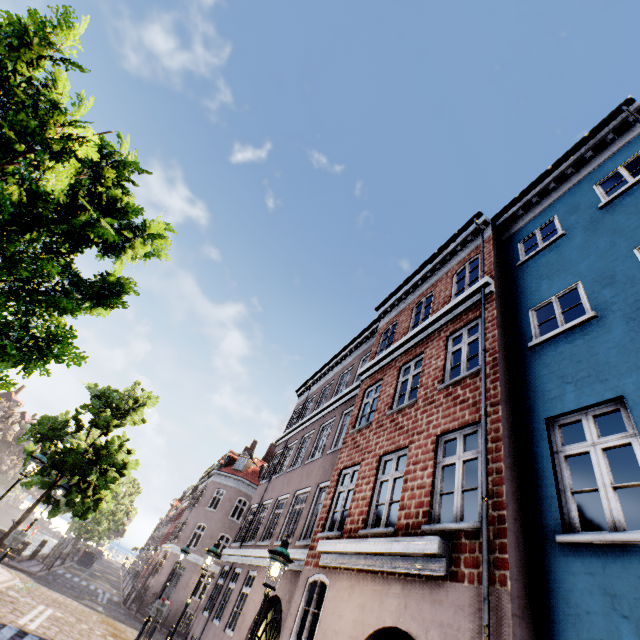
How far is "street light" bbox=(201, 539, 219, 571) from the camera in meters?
10.0 m

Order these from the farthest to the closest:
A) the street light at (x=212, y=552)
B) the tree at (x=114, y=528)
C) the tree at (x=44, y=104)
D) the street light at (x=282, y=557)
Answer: the tree at (x=114, y=528)
the street light at (x=212, y=552)
the street light at (x=282, y=557)
the tree at (x=44, y=104)

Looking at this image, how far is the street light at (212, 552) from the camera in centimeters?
998cm

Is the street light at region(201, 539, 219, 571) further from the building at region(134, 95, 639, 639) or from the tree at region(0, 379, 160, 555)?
the building at region(134, 95, 639, 639)

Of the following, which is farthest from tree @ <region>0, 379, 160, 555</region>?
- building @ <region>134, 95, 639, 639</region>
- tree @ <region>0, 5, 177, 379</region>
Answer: building @ <region>134, 95, 639, 639</region>

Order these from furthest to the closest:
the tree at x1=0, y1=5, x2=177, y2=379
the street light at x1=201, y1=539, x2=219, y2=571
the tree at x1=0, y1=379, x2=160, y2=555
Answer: the tree at x1=0, y1=379, x2=160, y2=555 → the street light at x1=201, y1=539, x2=219, y2=571 → the tree at x1=0, y1=5, x2=177, y2=379

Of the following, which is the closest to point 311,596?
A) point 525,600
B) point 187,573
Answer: point 525,600
